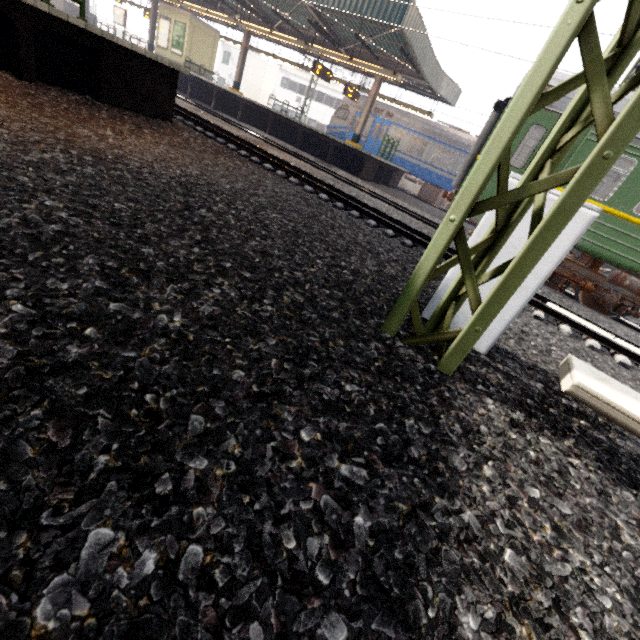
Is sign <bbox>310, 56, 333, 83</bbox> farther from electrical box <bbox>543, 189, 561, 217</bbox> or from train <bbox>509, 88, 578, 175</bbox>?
electrical box <bbox>543, 189, 561, 217</bbox>

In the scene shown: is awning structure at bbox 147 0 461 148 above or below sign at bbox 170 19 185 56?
above

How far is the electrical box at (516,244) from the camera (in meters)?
2.62

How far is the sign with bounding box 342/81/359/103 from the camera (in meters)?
18.09

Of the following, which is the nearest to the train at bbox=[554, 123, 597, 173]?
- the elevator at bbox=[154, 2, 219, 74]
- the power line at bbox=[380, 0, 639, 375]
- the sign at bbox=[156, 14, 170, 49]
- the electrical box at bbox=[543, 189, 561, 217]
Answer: the power line at bbox=[380, 0, 639, 375]

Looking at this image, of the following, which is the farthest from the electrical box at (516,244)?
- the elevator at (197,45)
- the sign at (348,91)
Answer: the elevator at (197,45)

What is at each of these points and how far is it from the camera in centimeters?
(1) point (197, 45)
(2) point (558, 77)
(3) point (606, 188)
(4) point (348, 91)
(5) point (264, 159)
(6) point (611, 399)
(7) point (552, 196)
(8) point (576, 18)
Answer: (1) elevator, 2161cm
(2) train, 742cm
(3) train, 1020cm
(4) sign, 1827cm
(5) train track, 909cm
(6) electrical rail conduit, 192cm
(7) electrical box, 249cm
(8) power line, 165cm

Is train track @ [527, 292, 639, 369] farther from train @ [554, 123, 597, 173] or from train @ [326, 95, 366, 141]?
train @ [326, 95, 366, 141]
